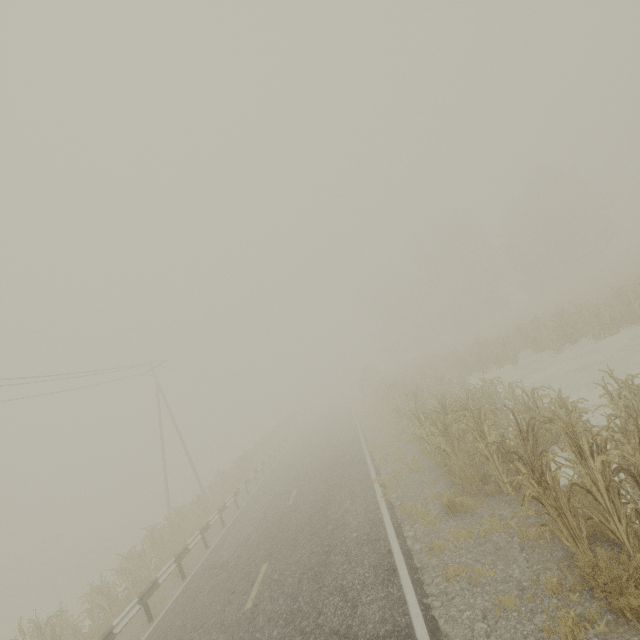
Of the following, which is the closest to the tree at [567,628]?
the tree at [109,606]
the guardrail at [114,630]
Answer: the guardrail at [114,630]

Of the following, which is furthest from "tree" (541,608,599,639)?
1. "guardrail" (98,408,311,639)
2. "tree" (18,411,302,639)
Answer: "tree" (18,411,302,639)

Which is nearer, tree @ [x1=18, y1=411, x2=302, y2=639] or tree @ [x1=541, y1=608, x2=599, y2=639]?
tree @ [x1=541, y1=608, x2=599, y2=639]

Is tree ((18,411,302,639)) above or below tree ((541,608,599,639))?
above

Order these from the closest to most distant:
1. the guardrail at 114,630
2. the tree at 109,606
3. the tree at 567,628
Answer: the tree at 567,628 → the guardrail at 114,630 → the tree at 109,606

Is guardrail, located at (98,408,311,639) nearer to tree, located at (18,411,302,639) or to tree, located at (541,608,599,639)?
tree, located at (18,411,302,639)

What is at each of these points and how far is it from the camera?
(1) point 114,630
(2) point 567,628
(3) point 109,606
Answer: (1) guardrail, 8.3m
(2) tree, 3.8m
(3) tree, 10.8m
